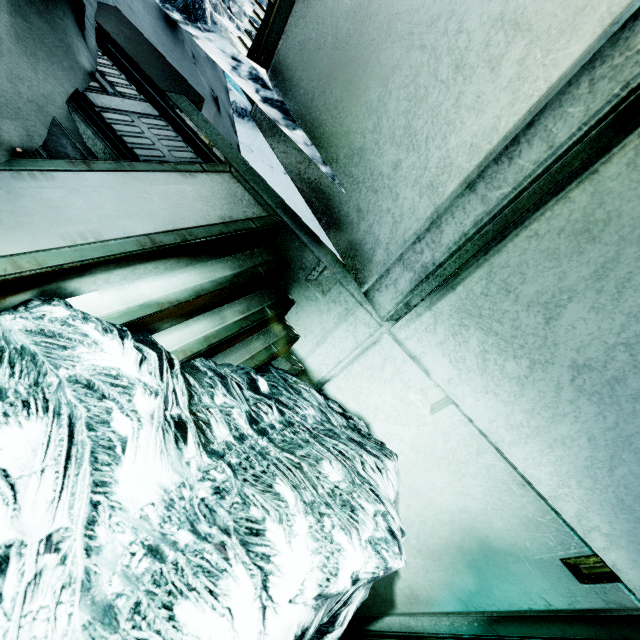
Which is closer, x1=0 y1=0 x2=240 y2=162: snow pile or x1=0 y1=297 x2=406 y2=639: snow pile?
x1=0 y1=297 x2=406 y2=639: snow pile

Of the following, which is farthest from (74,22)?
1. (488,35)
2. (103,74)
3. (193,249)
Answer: (488,35)

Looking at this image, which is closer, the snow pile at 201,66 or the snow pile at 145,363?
the snow pile at 145,363
